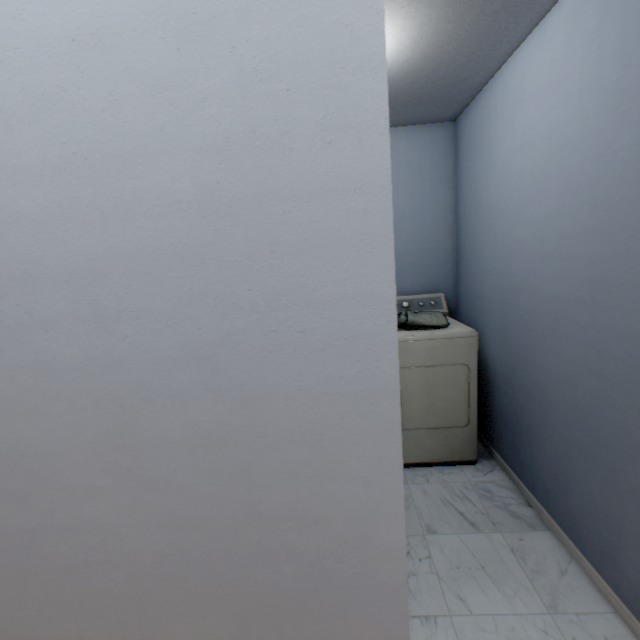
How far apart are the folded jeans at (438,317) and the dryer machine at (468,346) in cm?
10

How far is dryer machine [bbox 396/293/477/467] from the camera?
2.1m

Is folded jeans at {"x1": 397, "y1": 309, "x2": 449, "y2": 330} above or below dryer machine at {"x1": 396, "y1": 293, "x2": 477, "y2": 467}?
above

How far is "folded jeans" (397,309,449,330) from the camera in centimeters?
218cm

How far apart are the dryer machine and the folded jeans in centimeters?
10cm

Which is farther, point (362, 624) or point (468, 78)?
point (468, 78)

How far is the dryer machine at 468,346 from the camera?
2.1 meters
